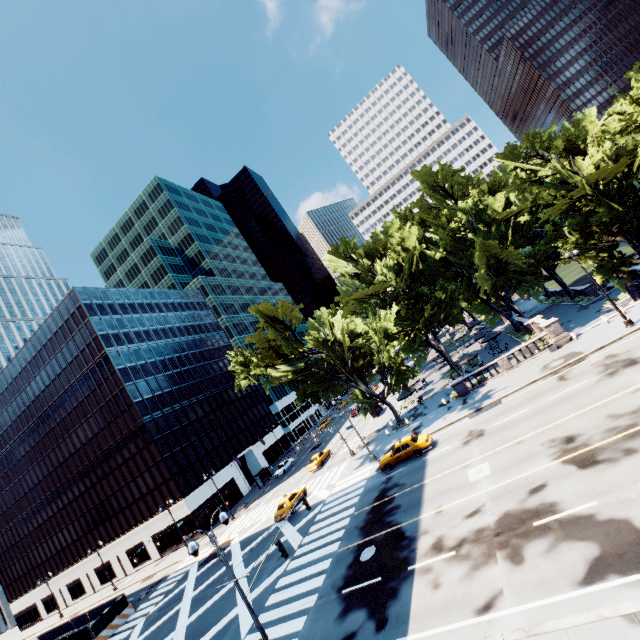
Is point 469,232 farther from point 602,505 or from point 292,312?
point 602,505

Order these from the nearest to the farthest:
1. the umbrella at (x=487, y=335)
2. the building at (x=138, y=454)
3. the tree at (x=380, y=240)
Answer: the tree at (x=380, y=240), the umbrella at (x=487, y=335), the building at (x=138, y=454)

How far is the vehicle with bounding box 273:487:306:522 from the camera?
31.88m

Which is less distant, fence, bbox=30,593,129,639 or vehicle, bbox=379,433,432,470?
vehicle, bbox=379,433,432,470

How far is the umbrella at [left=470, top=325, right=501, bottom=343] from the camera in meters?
41.1

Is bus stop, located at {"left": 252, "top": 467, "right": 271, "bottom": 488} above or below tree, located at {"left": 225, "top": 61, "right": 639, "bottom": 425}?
below

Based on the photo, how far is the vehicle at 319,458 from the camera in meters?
42.7 m

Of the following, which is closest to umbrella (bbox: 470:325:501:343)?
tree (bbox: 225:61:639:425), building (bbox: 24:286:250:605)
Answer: tree (bbox: 225:61:639:425)
